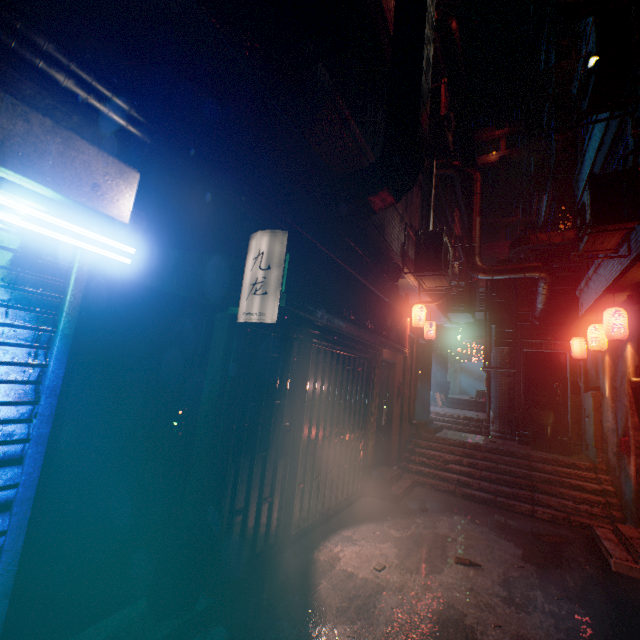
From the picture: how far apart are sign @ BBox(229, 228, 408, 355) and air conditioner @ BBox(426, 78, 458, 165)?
2.9 meters

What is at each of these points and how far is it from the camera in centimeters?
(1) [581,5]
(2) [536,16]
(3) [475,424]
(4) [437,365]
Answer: (1) air duct, 426cm
(2) air conditioner, 1071cm
(3) stairs, 890cm
(4) air duct, 1362cm

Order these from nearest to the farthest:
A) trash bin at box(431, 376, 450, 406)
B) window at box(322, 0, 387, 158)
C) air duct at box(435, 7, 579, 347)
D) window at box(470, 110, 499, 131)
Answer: window at box(322, 0, 387, 158) < air duct at box(435, 7, 579, 347) < trash bin at box(431, 376, 450, 406) < window at box(470, 110, 499, 131)

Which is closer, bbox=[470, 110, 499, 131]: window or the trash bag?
the trash bag

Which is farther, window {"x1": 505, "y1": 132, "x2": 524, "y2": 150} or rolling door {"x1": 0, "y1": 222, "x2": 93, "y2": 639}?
window {"x1": 505, "y1": 132, "x2": 524, "y2": 150}

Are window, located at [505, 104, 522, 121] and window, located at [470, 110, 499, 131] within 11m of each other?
yes

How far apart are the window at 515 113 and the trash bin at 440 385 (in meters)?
30.16

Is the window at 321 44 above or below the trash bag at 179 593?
above
